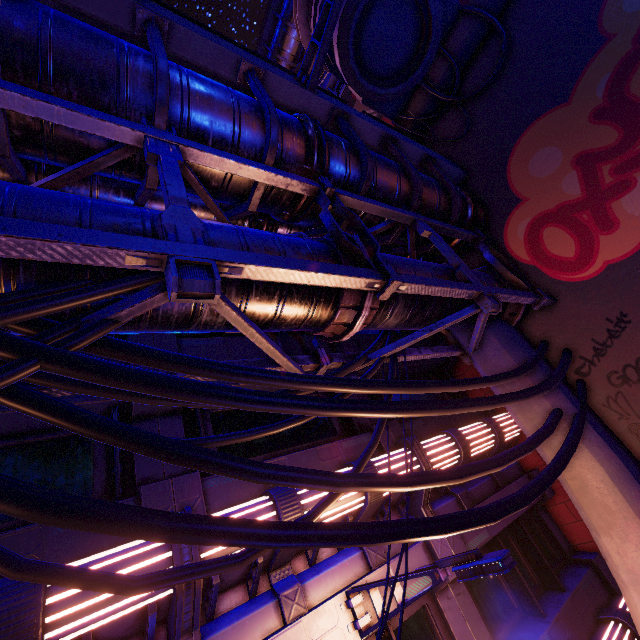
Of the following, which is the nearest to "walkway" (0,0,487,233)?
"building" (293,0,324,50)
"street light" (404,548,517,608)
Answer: "building" (293,0,324,50)

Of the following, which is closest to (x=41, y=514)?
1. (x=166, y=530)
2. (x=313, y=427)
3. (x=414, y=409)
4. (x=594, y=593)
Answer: (x=166, y=530)

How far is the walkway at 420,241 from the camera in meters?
8.2

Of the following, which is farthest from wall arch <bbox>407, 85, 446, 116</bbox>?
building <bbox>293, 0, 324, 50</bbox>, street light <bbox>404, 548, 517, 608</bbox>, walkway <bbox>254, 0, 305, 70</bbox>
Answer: walkway <bbox>254, 0, 305, 70</bbox>

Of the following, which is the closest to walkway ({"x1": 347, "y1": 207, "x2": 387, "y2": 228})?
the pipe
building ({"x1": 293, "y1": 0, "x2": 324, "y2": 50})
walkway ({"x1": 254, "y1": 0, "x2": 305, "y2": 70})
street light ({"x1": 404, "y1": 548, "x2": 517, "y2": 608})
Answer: the pipe

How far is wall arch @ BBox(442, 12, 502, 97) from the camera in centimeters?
891cm

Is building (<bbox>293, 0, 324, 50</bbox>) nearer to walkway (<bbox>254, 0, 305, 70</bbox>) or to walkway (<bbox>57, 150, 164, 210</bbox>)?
walkway (<bbox>57, 150, 164, 210</bbox>)

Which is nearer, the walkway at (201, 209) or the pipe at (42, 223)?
the pipe at (42, 223)
